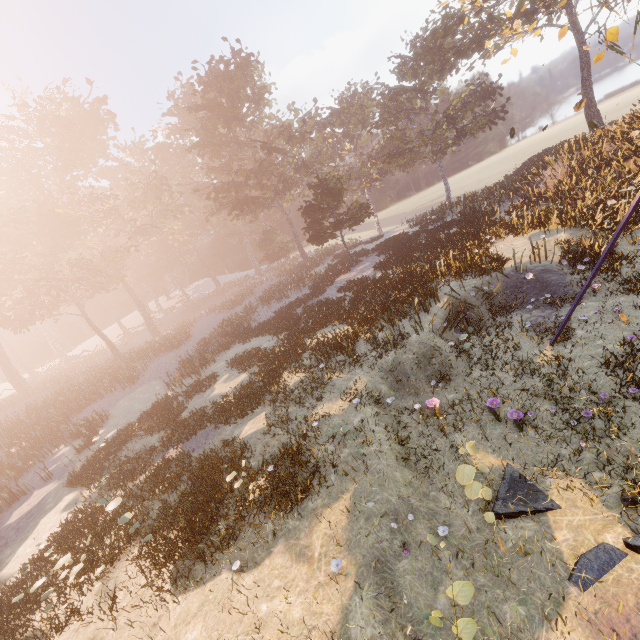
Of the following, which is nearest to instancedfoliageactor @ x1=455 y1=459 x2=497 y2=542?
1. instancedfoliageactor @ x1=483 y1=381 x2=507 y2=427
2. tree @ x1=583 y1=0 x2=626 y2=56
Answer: instancedfoliageactor @ x1=483 y1=381 x2=507 y2=427

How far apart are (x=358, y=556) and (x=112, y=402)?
30.45m

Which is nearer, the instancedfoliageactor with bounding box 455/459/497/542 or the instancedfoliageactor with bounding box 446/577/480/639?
the instancedfoliageactor with bounding box 446/577/480/639

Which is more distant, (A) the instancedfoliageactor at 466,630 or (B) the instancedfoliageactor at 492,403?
(B) the instancedfoliageactor at 492,403

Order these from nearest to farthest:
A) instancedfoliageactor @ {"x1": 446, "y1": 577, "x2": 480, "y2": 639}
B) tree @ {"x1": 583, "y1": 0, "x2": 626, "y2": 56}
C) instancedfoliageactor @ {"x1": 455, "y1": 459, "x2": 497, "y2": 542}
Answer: instancedfoliageactor @ {"x1": 446, "y1": 577, "x2": 480, "y2": 639} → instancedfoliageactor @ {"x1": 455, "y1": 459, "x2": 497, "y2": 542} → tree @ {"x1": 583, "y1": 0, "x2": 626, "y2": 56}

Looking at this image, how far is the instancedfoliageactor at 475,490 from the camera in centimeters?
598cm

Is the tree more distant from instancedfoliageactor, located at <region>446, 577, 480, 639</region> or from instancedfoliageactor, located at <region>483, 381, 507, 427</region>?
instancedfoliageactor, located at <region>446, 577, 480, 639</region>

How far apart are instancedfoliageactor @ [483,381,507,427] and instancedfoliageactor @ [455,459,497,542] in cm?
288
